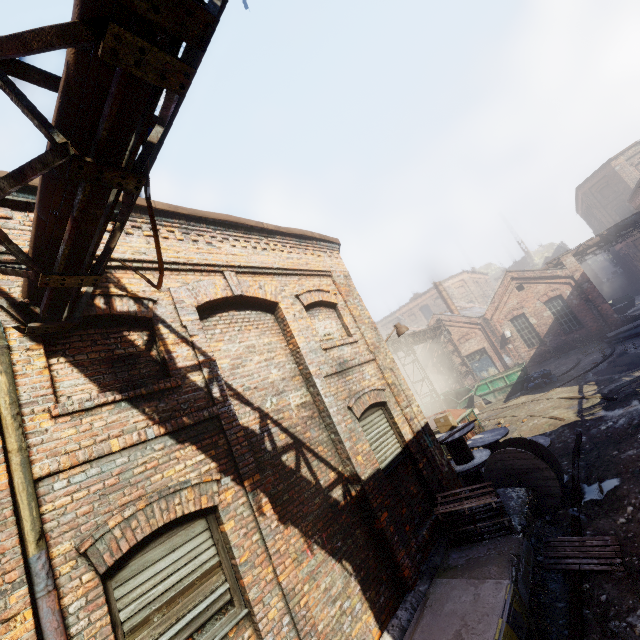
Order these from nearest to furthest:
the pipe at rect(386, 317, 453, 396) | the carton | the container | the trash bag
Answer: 1. the carton
2. the trash bag
3. the container
4. the pipe at rect(386, 317, 453, 396)

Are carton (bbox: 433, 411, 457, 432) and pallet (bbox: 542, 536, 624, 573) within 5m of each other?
yes

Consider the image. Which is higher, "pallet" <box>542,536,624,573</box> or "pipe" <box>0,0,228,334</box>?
"pipe" <box>0,0,228,334</box>

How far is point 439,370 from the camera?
29.7m

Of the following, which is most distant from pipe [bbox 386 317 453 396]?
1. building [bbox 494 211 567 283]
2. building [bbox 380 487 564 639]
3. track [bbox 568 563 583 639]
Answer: building [bbox 494 211 567 283]

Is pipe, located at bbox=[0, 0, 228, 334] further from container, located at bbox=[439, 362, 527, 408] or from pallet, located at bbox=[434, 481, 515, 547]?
container, located at bbox=[439, 362, 527, 408]

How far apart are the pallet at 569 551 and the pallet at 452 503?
0.7m

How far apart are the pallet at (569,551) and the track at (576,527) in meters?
0.0
